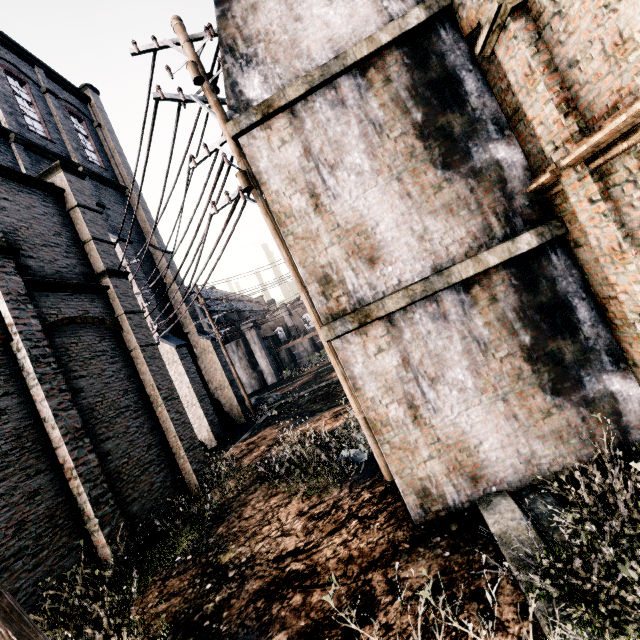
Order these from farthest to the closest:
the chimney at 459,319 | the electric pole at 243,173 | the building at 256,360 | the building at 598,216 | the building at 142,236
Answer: the building at 256,360
the building at 142,236
the electric pole at 243,173
the chimney at 459,319
the building at 598,216

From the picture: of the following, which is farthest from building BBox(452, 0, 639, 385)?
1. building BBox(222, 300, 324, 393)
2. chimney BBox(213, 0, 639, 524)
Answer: Result: building BBox(222, 300, 324, 393)

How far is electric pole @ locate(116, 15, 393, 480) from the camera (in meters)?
7.81

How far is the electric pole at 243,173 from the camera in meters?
7.8 m

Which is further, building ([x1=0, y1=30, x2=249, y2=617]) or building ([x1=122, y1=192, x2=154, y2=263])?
building ([x1=122, y1=192, x2=154, y2=263])

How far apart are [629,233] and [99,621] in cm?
1193

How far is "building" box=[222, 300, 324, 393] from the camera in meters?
48.5

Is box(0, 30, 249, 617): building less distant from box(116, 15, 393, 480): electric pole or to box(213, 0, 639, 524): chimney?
box(116, 15, 393, 480): electric pole
